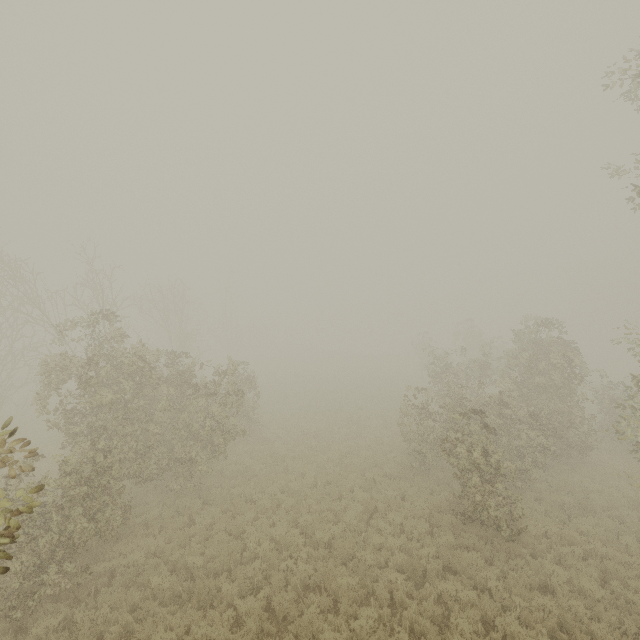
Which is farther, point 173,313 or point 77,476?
point 173,313
